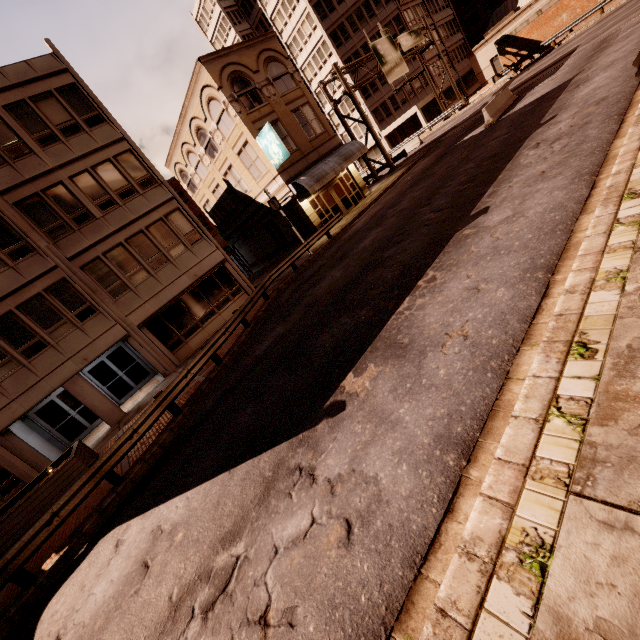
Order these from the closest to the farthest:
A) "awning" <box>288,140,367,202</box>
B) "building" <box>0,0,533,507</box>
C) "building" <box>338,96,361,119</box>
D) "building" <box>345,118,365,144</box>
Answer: "building" <box>0,0,533,507</box>, "awning" <box>288,140,367,202</box>, "building" <box>338,96,361,119</box>, "building" <box>345,118,365,144</box>

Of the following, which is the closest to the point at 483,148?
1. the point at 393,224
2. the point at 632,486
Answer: the point at 393,224

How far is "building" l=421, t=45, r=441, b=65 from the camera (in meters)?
45.43

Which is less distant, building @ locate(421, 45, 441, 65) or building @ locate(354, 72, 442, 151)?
building @ locate(421, 45, 441, 65)

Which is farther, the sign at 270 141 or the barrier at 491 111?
the sign at 270 141

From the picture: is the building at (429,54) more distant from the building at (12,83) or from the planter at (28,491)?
the planter at (28,491)

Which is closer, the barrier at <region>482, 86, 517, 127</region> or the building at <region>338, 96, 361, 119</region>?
the barrier at <region>482, 86, 517, 127</region>
